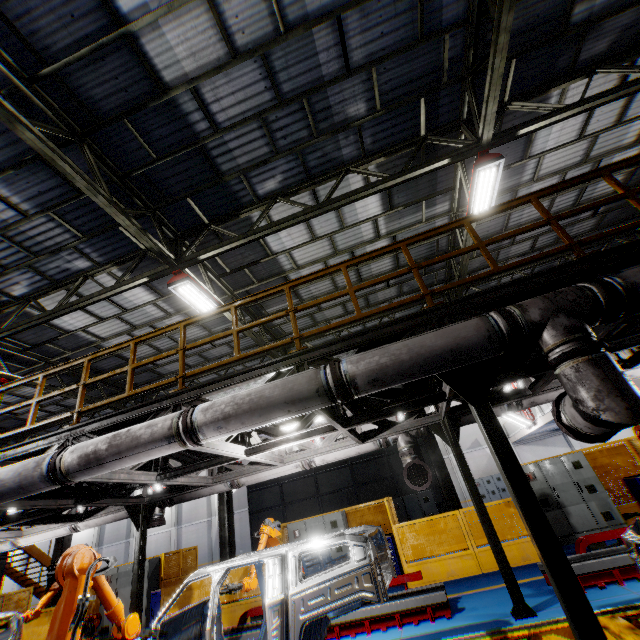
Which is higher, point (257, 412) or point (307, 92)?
point (307, 92)

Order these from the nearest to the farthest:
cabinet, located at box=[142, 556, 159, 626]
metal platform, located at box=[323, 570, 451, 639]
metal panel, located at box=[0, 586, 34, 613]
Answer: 1. metal platform, located at box=[323, 570, 451, 639]
2. cabinet, located at box=[142, 556, 159, 626]
3. metal panel, located at box=[0, 586, 34, 613]

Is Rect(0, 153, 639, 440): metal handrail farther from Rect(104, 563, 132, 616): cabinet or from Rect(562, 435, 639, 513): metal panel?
Rect(104, 563, 132, 616): cabinet

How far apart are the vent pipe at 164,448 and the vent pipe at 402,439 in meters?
3.1 m

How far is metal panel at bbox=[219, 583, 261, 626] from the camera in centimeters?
970cm

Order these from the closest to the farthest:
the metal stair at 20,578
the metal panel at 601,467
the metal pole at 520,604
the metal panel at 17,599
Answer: the metal pole at 520,604
the metal panel at 601,467
the metal panel at 17,599
the metal stair at 20,578

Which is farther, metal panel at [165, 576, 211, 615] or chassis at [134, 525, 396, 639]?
metal panel at [165, 576, 211, 615]

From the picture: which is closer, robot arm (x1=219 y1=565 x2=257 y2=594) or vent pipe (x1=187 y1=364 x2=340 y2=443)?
vent pipe (x1=187 y1=364 x2=340 y2=443)
